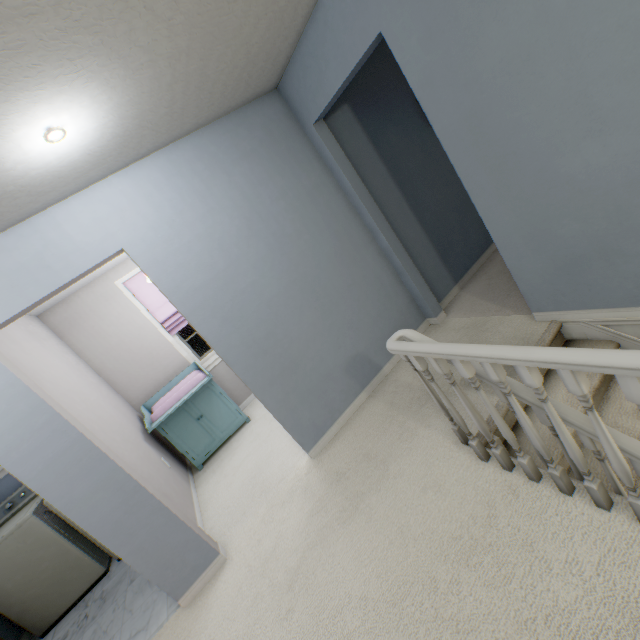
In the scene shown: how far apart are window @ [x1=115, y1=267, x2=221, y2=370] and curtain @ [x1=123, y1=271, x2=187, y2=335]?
0.0m

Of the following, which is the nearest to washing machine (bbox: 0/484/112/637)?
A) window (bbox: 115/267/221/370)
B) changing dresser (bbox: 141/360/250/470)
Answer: changing dresser (bbox: 141/360/250/470)

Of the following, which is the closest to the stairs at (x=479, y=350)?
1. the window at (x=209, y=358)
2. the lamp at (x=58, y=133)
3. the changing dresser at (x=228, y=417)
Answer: the lamp at (x=58, y=133)

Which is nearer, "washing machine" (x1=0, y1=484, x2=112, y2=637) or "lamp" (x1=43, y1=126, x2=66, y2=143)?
"lamp" (x1=43, y1=126, x2=66, y2=143)

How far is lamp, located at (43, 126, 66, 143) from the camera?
1.4 meters

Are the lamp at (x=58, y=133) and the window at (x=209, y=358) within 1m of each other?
no

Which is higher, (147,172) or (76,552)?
(147,172)

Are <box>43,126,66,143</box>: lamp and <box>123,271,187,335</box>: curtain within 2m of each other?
no
